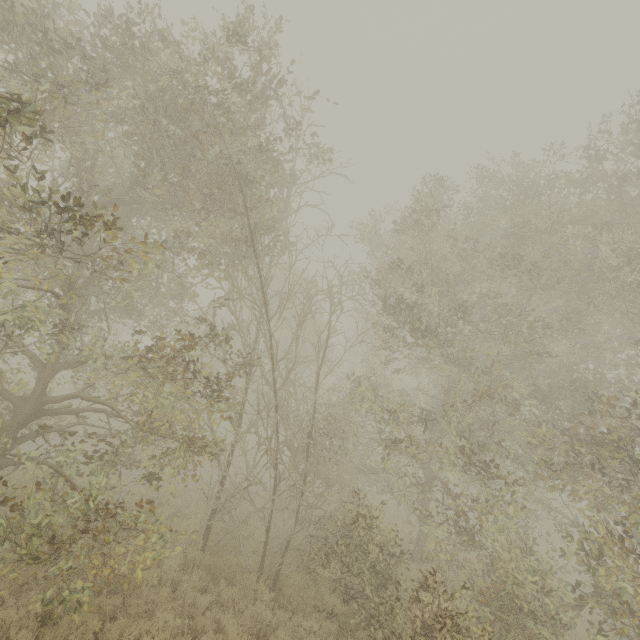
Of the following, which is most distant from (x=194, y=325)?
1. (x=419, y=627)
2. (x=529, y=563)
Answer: (x=529, y=563)
